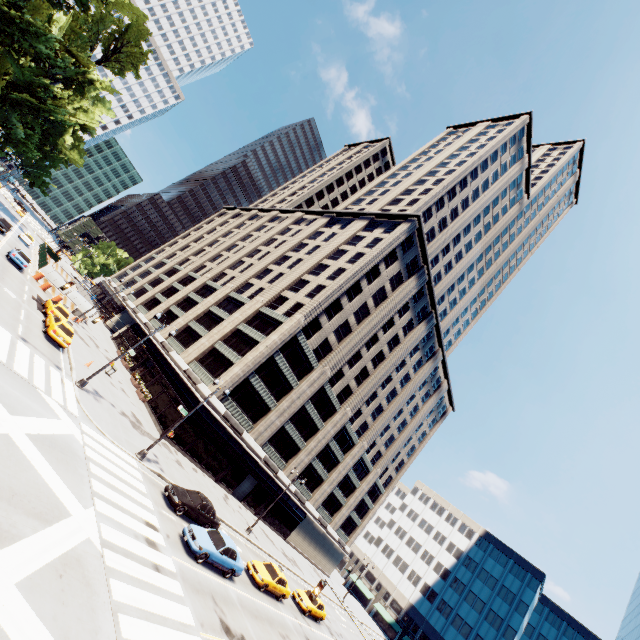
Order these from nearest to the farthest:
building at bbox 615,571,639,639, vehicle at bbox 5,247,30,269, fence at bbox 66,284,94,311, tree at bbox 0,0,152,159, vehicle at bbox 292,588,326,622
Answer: tree at bbox 0,0,152,159 < vehicle at bbox 292,588,326,622 < vehicle at bbox 5,247,30,269 < building at bbox 615,571,639,639 < fence at bbox 66,284,94,311

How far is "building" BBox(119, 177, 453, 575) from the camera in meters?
37.2 m

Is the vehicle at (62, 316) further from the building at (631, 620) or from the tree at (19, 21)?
the building at (631, 620)

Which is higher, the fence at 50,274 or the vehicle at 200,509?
the fence at 50,274

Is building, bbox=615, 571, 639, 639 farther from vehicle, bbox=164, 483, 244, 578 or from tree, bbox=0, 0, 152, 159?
tree, bbox=0, 0, 152, 159

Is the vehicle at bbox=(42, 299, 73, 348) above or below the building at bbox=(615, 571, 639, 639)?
below

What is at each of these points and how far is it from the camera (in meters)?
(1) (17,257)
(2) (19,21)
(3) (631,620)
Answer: (1) vehicle, 33.88
(2) tree, 18.05
(3) building, 43.09

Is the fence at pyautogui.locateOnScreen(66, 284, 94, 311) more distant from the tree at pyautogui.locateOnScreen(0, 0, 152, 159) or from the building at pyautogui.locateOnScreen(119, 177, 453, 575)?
the tree at pyautogui.locateOnScreen(0, 0, 152, 159)
